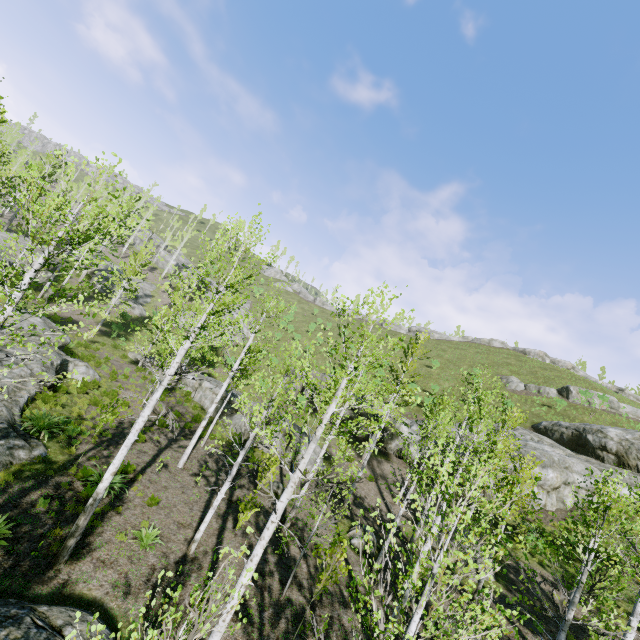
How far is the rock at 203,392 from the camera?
25.7m

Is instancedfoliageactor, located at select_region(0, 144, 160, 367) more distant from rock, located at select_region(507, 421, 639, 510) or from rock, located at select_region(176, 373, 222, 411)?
rock, located at select_region(507, 421, 639, 510)

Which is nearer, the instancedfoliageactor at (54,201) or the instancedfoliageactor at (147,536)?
the instancedfoliageactor at (54,201)

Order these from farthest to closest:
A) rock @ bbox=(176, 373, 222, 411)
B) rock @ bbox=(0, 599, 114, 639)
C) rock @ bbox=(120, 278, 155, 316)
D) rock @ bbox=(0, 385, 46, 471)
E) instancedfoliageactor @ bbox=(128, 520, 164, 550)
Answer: rock @ bbox=(120, 278, 155, 316) < rock @ bbox=(176, 373, 222, 411) < rock @ bbox=(0, 385, 46, 471) < instancedfoliageactor @ bbox=(128, 520, 164, 550) < rock @ bbox=(0, 599, 114, 639)

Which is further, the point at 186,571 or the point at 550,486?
the point at 550,486

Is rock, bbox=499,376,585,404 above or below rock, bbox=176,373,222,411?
above

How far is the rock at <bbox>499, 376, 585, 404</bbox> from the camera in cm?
3644

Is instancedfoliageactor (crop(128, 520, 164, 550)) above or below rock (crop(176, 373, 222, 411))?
below
